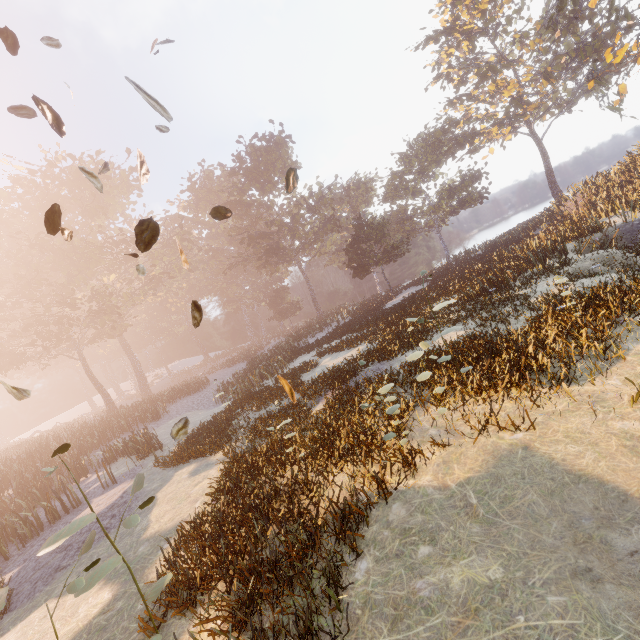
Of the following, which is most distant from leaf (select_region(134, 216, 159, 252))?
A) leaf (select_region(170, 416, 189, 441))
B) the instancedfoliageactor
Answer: the instancedfoliageactor

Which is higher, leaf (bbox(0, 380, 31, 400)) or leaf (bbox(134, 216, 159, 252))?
leaf (bbox(134, 216, 159, 252))

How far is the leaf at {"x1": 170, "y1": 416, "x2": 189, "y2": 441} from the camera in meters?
4.6

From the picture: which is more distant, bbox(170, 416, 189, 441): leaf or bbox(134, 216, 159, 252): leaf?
bbox(170, 416, 189, 441): leaf

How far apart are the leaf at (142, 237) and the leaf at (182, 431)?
3.1 meters

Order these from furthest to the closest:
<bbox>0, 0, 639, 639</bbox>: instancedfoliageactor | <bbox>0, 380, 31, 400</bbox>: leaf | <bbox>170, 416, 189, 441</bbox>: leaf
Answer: <bbox>0, 0, 639, 639</bbox>: instancedfoliageactor
<bbox>170, 416, 189, 441</bbox>: leaf
<bbox>0, 380, 31, 400</bbox>: leaf

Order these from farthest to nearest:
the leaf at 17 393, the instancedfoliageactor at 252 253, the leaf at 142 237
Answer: the instancedfoliageactor at 252 253 → the leaf at 142 237 → the leaf at 17 393

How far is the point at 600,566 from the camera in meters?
3.2
